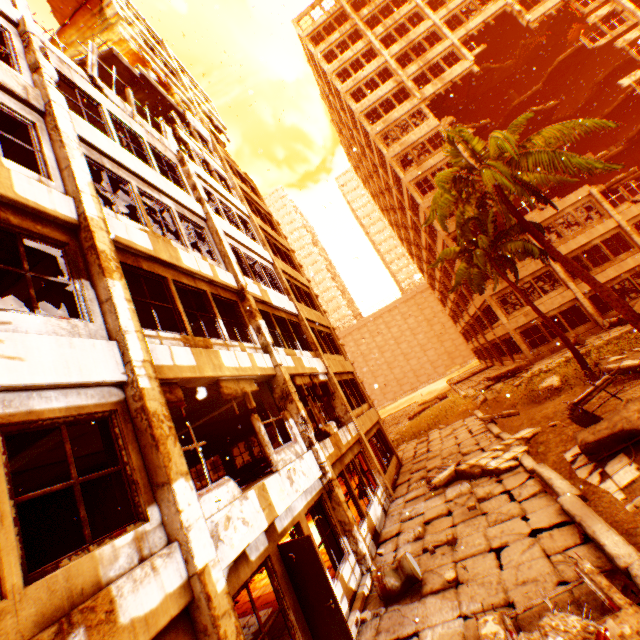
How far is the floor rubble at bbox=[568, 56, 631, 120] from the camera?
27.31m

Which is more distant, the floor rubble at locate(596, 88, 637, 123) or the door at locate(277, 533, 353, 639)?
the floor rubble at locate(596, 88, 637, 123)

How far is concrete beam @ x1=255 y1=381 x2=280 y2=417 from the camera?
9.4 meters

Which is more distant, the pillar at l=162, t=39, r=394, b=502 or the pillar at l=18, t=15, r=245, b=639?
the pillar at l=162, t=39, r=394, b=502

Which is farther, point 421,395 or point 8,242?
point 421,395

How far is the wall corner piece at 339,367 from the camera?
15.25m

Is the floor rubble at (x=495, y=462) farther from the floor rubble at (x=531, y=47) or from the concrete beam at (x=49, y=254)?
the floor rubble at (x=531, y=47)

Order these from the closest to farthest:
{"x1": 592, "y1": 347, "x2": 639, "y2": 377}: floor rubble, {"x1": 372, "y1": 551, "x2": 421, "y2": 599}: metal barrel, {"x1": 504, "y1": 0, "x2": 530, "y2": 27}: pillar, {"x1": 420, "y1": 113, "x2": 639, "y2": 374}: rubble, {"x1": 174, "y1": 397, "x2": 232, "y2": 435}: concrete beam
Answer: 1. {"x1": 372, "y1": 551, "x2": 421, "y2": 599}: metal barrel
2. {"x1": 174, "y1": 397, "x2": 232, "y2": 435}: concrete beam
3. {"x1": 592, "y1": 347, "x2": 639, "y2": 377}: floor rubble
4. {"x1": 420, "y1": 113, "x2": 639, "y2": 374}: rubble
5. {"x1": 504, "y1": 0, "x2": 530, "y2": 27}: pillar
